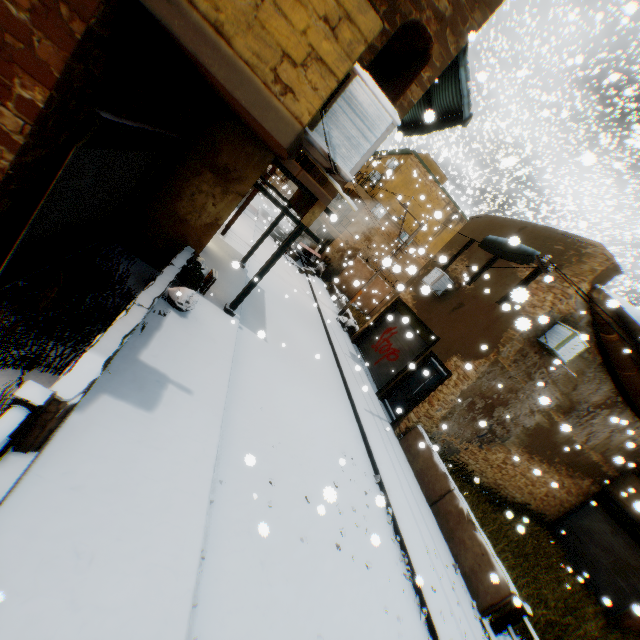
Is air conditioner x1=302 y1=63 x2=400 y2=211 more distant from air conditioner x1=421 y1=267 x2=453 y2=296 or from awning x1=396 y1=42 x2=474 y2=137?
awning x1=396 y1=42 x2=474 y2=137

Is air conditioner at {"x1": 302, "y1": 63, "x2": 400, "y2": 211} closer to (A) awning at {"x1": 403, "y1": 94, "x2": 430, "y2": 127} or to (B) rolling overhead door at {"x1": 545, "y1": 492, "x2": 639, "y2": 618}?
(B) rolling overhead door at {"x1": 545, "y1": 492, "x2": 639, "y2": 618}

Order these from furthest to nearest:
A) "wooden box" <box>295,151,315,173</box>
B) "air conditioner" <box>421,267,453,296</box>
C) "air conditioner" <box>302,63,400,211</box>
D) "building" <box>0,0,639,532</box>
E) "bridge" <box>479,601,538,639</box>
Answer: "air conditioner" <box>421,267,453,296</box> < "wooden box" <box>295,151,315,173</box> < "bridge" <box>479,601,538,639</box> < "air conditioner" <box>302,63,400,211</box> < "building" <box>0,0,639,532</box>

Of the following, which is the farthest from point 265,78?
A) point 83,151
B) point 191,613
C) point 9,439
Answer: point 191,613

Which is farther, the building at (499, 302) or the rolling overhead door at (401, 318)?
the rolling overhead door at (401, 318)

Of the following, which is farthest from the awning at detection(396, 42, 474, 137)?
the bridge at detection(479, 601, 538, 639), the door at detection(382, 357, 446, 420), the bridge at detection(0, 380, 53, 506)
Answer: the bridge at detection(0, 380, 53, 506)

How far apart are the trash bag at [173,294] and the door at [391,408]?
2.06m

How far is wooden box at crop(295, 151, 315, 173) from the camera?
8.0m
